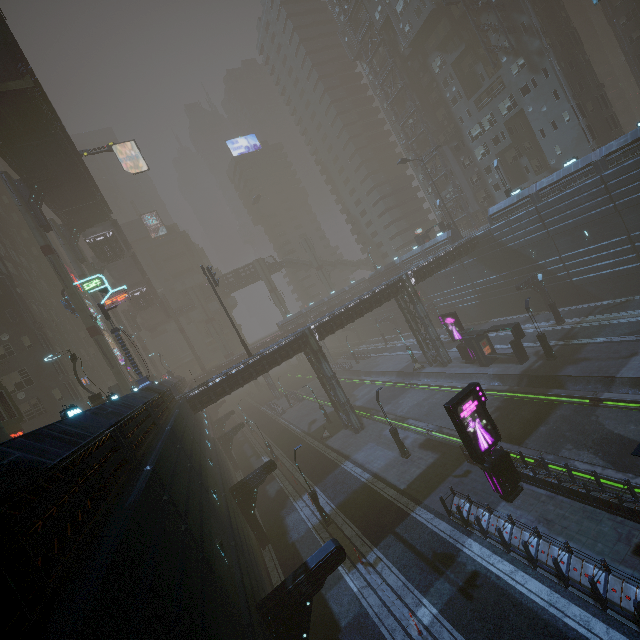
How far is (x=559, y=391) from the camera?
23.5 meters

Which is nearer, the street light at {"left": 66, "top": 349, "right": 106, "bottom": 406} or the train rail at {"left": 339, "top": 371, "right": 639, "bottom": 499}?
the train rail at {"left": 339, "top": 371, "right": 639, "bottom": 499}

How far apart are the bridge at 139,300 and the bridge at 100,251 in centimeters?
975cm

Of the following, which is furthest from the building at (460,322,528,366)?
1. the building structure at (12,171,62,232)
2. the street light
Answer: the building structure at (12,171,62,232)

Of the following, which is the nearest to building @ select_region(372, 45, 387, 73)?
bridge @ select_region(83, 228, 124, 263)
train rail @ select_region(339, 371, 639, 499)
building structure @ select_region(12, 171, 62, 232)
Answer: train rail @ select_region(339, 371, 639, 499)

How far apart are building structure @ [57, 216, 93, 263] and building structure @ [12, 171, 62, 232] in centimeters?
989cm

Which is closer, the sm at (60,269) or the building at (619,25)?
the sm at (60,269)

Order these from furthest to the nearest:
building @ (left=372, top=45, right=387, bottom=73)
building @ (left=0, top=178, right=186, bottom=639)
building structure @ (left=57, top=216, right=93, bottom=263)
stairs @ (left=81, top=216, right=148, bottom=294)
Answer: building @ (left=372, top=45, right=387, bottom=73) → stairs @ (left=81, top=216, right=148, bottom=294) → building structure @ (left=57, top=216, right=93, bottom=263) → building @ (left=0, top=178, right=186, bottom=639)
